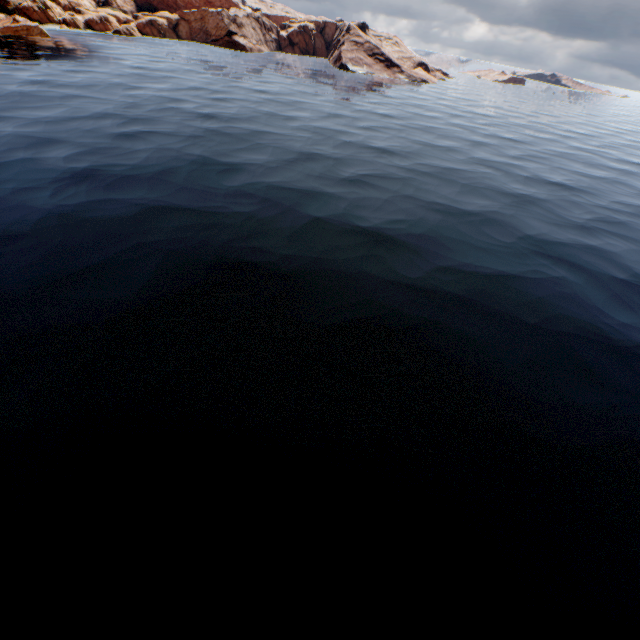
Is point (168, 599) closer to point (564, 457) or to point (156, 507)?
point (156, 507)
